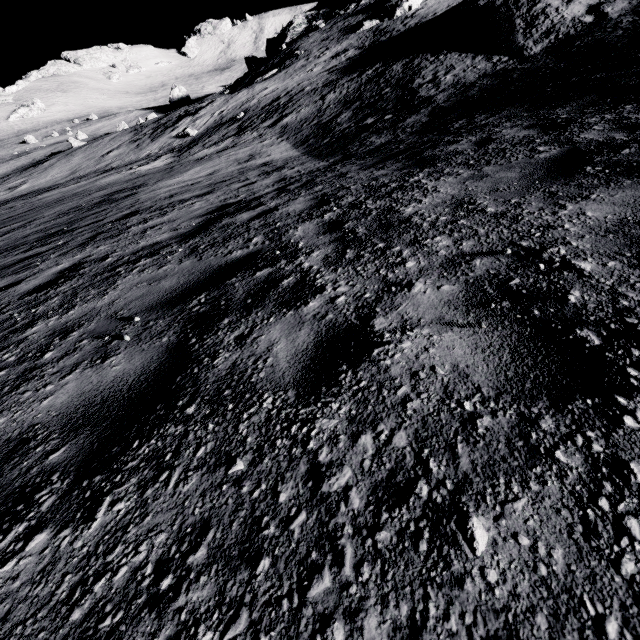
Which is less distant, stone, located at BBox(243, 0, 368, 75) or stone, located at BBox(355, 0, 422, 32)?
stone, located at BBox(355, 0, 422, 32)

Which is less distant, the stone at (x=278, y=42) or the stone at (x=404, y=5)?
the stone at (x=404, y=5)

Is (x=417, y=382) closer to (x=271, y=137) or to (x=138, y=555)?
(x=138, y=555)
